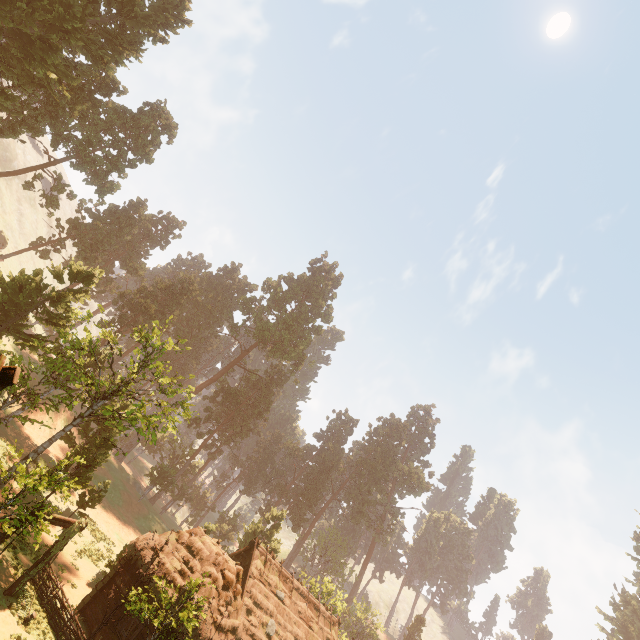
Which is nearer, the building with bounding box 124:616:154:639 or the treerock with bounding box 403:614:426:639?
the building with bounding box 124:616:154:639

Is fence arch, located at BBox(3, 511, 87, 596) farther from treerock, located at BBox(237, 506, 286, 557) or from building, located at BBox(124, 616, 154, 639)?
treerock, located at BBox(237, 506, 286, 557)

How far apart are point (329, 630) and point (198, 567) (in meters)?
17.57

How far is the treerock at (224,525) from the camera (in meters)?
33.19

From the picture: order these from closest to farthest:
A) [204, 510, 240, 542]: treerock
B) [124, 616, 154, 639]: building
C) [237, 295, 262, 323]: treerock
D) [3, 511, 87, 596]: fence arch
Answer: [3, 511, 87, 596]: fence arch
[124, 616, 154, 639]: building
[204, 510, 240, 542]: treerock
[237, 295, 262, 323]: treerock

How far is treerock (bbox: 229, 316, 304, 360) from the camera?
54.7 meters

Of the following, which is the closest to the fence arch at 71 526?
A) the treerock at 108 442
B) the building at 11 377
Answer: the building at 11 377
